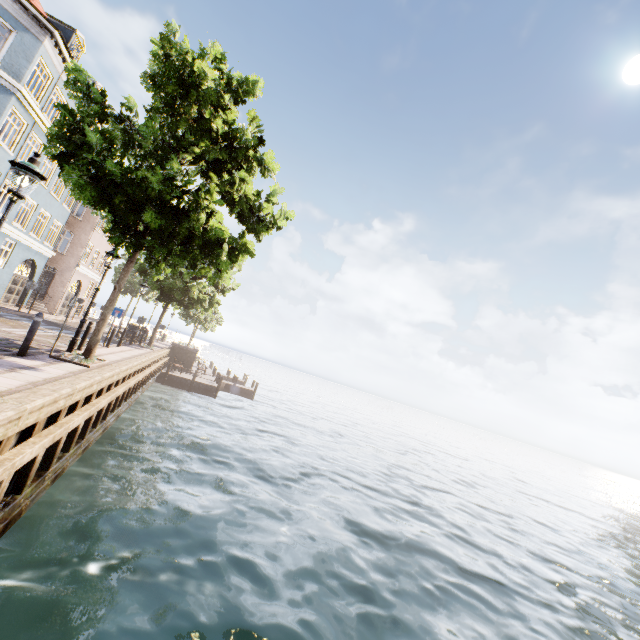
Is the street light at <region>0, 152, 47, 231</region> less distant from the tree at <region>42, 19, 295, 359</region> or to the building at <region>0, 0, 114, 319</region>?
the tree at <region>42, 19, 295, 359</region>

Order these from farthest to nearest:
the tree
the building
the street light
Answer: the building → the tree → the street light

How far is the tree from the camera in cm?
800

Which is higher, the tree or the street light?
the tree

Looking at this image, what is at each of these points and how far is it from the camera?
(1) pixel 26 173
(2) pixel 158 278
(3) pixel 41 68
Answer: (1) street light, 5.42m
(2) tree, 13.42m
(3) building, 22.34m

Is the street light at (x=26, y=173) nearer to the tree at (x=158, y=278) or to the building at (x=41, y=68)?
the tree at (x=158, y=278)

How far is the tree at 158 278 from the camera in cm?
800

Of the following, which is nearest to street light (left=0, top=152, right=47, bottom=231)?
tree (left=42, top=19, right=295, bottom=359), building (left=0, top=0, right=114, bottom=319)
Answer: tree (left=42, top=19, right=295, bottom=359)
